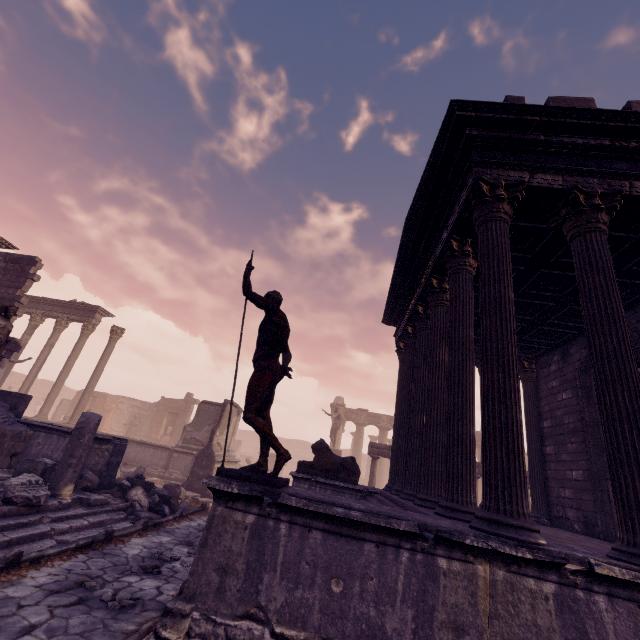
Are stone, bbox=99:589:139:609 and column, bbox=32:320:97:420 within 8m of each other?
no

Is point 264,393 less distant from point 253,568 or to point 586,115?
point 253,568

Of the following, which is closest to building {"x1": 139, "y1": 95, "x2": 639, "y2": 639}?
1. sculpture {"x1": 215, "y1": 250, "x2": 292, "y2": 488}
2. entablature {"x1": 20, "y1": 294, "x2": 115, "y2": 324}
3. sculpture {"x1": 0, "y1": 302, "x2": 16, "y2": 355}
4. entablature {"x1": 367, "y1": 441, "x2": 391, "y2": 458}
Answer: sculpture {"x1": 215, "y1": 250, "x2": 292, "y2": 488}

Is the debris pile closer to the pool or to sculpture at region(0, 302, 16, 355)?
the pool

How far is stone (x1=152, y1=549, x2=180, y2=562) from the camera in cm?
595

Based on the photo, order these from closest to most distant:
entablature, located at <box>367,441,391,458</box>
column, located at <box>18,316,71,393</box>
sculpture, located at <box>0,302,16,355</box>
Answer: sculpture, located at <box>0,302,16,355</box>
entablature, located at <box>367,441,391,458</box>
column, located at <box>18,316,71,393</box>

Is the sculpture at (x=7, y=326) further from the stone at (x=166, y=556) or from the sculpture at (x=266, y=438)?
the sculpture at (x=266, y=438)

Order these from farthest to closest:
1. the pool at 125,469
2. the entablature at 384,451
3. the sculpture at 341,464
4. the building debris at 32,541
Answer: the entablature at 384,451 → the pool at 125,469 → the sculpture at 341,464 → the building debris at 32,541
